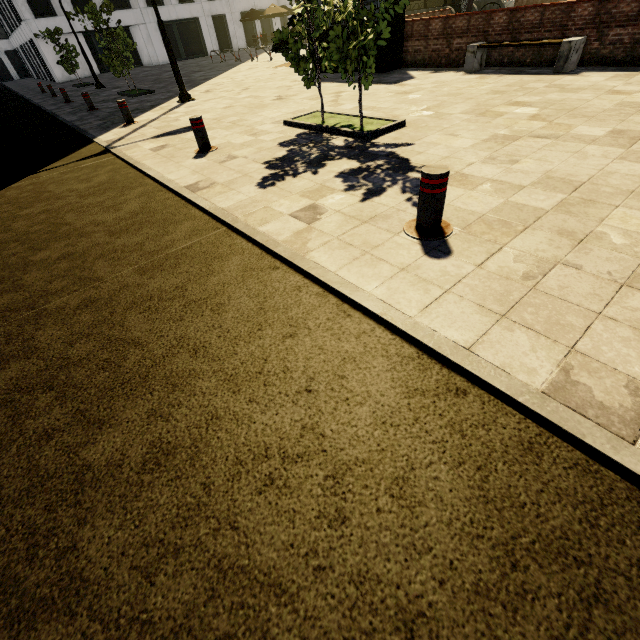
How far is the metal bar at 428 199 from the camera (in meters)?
2.68

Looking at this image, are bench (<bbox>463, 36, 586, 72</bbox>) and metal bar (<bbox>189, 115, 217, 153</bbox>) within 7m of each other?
no

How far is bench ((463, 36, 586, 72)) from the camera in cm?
744

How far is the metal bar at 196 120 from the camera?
5.7 meters

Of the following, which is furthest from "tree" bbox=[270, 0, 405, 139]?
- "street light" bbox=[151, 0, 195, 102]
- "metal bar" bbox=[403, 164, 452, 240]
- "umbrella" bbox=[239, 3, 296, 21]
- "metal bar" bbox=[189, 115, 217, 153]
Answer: "umbrella" bbox=[239, 3, 296, 21]

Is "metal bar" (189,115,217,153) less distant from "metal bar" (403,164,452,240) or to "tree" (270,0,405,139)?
"tree" (270,0,405,139)

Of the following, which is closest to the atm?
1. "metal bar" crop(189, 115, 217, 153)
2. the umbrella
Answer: "metal bar" crop(189, 115, 217, 153)

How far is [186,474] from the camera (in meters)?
1.66
